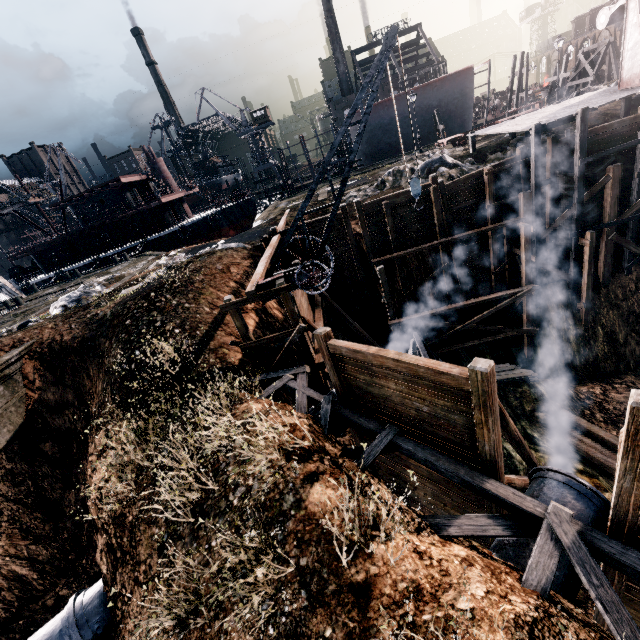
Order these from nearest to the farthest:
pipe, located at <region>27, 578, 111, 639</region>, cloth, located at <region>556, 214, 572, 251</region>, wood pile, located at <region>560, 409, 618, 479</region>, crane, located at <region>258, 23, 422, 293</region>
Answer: pipe, located at <region>27, 578, 111, 639</region> < crane, located at <region>258, 23, 422, 293</region> < wood pile, located at <region>560, 409, 618, 479</region> < cloth, located at <region>556, 214, 572, 251</region>

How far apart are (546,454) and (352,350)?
10.9m

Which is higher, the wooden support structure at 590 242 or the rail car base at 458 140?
the rail car base at 458 140

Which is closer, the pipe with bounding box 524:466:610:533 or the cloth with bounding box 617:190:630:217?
the pipe with bounding box 524:466:610:533

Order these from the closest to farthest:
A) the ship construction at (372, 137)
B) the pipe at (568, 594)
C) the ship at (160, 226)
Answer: the pipe at (568, 594)
the ship at (160, 226)
the ship construction at (372, 137)

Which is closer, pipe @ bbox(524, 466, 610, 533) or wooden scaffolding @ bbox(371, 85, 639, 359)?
pipe @ bbox(524, 466, 610, 533)

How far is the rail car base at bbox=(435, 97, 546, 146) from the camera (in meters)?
27.62

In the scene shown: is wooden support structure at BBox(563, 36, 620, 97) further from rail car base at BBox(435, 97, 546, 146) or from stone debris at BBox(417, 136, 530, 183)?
stone debris at BBox(417, 136, 530, 183)
